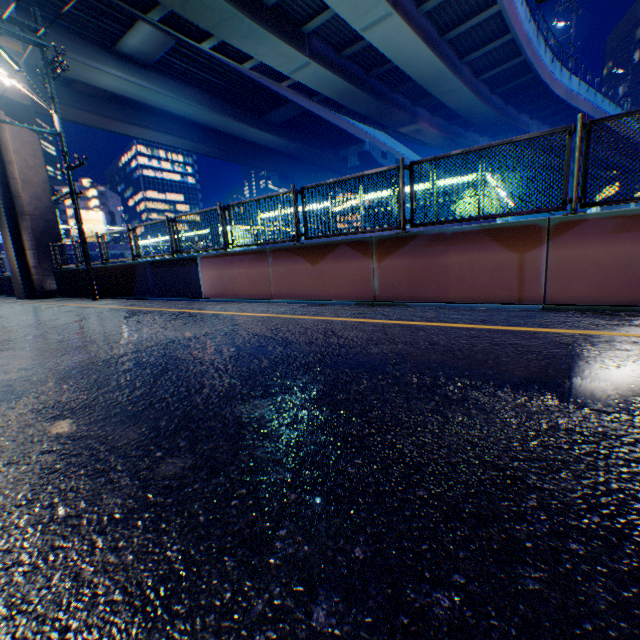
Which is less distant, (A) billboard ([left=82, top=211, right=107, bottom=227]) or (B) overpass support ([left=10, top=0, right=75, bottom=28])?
(B) overpass support ([left=10, top=0, right=75, bottom=28])

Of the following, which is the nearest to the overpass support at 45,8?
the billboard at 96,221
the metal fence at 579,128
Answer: the metal fence at 579,128

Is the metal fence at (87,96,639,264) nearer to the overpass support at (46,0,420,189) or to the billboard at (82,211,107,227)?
the overpass support at (46,0,420,189)

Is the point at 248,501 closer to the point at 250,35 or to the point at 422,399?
the point at 422,399

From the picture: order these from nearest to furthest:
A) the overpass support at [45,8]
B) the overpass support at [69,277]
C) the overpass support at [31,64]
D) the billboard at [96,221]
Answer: the overpass support at [69,277]
the overpass support at [45,8]
the overpass support at [31,64]
the billboard at [96,221]

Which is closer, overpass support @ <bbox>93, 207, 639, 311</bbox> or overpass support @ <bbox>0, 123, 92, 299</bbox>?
overpass support @ <bbox>93, 207, 639, 311</bbox>

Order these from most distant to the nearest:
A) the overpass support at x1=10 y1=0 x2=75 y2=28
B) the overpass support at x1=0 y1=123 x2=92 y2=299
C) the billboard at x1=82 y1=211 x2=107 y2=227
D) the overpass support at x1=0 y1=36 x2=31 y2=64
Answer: the billboard at x1=82 y1=211 x2=107 y2=227 → the overpass support at x1=10 y1=0 x2=75 y2=28 → the overpass support at x1=0 y1=123 x2=92 y2=299 → the overpass support at x1=0 y1=36 x2=31 y2=64
